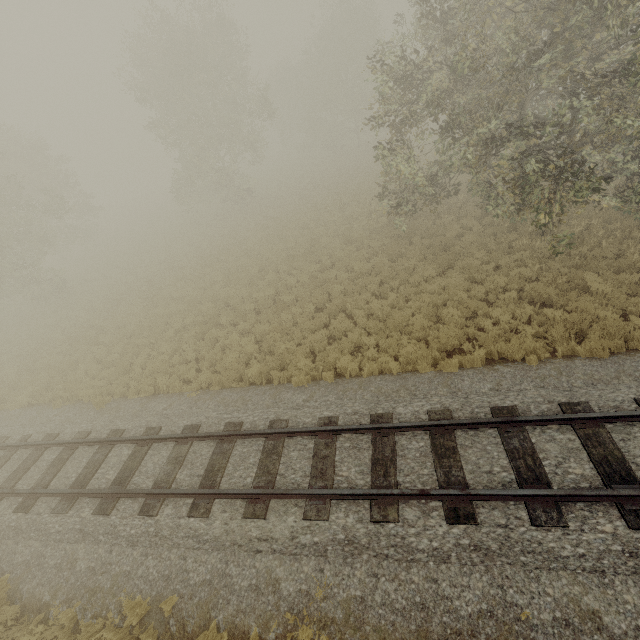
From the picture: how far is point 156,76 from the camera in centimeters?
2538cm
